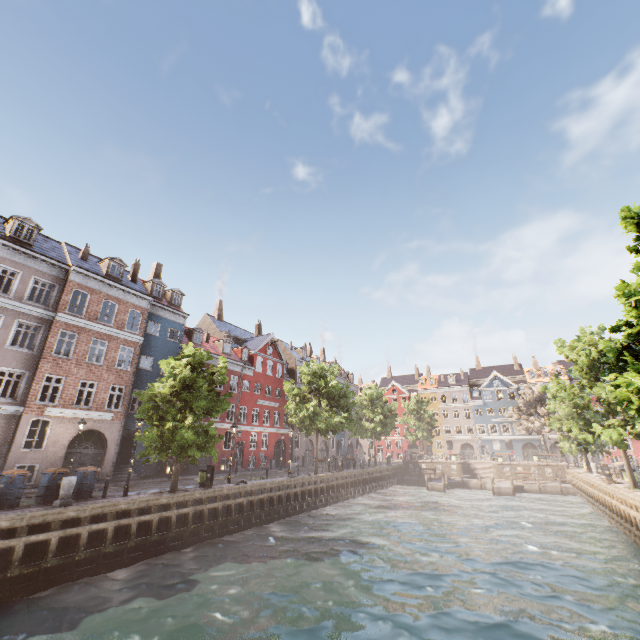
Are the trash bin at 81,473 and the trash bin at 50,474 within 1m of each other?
yes

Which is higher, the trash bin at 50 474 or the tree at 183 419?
the tree at 183 419

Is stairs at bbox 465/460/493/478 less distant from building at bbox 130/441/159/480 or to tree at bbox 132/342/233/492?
tree at bbox 132/342/233/492

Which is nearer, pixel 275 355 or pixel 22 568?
pixel 22 568

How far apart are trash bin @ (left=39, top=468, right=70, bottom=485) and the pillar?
0.95m

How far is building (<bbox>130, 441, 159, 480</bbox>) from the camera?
23.78m

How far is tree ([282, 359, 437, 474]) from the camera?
29.00m

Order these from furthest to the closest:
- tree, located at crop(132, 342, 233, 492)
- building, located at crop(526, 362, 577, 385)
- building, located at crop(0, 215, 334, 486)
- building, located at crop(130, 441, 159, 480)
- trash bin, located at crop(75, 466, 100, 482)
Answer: building, located at crop(526, 362, 577, 385) → building, located at crop(130, 441, 159, 480) → building, located at crop(0, 215, 334, 486) → tree, located at crop(132, 342, 233, 492) → trash bin, located at crop(75, 466, 100, 482)
